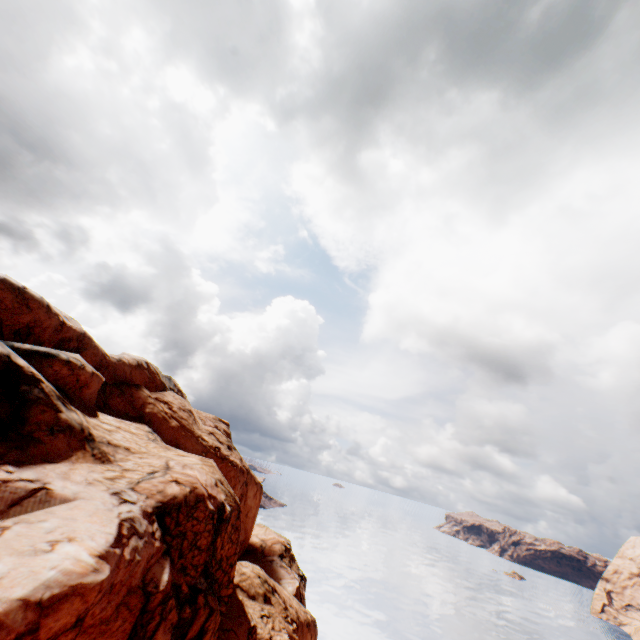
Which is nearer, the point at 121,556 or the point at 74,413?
the point at 121,556
